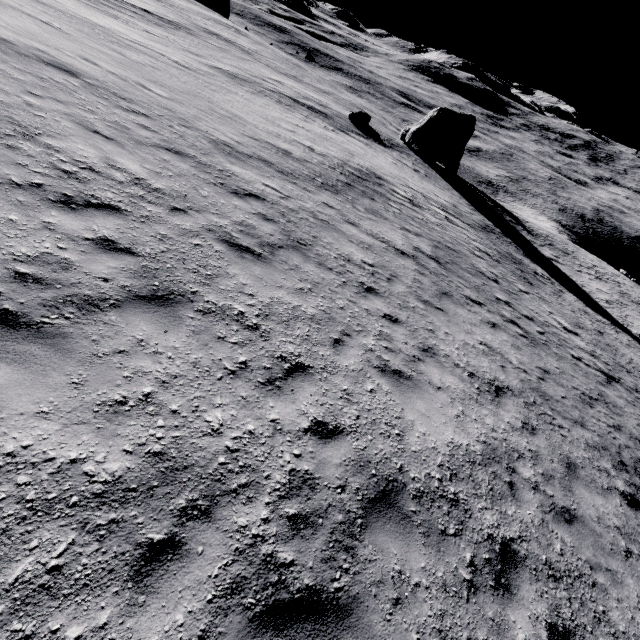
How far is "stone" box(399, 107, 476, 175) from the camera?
37.7m

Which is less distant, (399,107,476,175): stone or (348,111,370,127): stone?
(348,111,370,127): stone

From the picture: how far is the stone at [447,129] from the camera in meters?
37.7 m

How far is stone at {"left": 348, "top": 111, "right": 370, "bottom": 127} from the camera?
34.6 meters

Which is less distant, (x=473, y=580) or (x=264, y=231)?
(x=473, y=580)

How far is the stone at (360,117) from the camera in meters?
34.6 m
